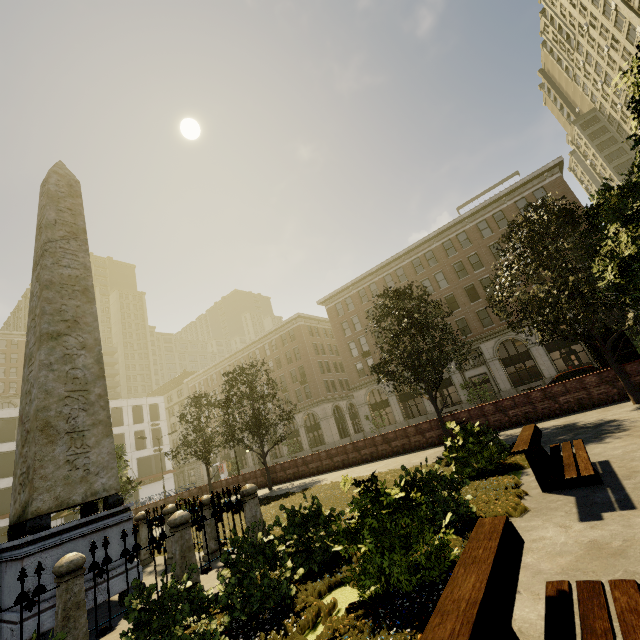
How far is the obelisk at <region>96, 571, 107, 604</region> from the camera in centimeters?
599cm

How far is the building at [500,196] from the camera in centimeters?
3250cm

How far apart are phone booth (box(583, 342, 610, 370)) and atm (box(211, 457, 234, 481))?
53.45m

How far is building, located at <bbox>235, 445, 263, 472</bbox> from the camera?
51.07m

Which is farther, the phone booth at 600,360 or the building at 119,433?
the building at 119,433

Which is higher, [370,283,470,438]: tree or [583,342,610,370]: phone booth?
[370,283,470,438]: tree

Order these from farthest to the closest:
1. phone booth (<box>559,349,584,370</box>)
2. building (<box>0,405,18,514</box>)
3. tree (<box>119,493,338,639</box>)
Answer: building (<box>0,405,18,514</box>), phone booth (<box>559,349,584,370</box>), tree (<box>119,493,338,639</box>)

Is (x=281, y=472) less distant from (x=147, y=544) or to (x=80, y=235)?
(x=147, y=544)
